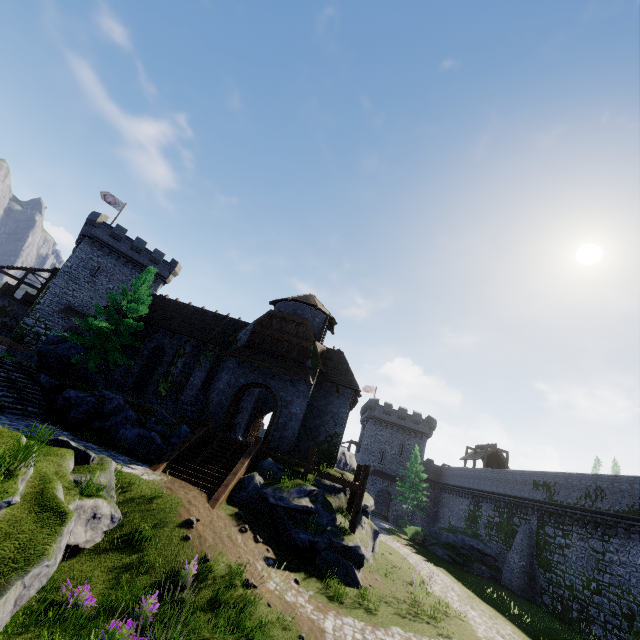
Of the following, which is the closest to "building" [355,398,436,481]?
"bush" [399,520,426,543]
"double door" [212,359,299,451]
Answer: "bush" [399,520,426,543]

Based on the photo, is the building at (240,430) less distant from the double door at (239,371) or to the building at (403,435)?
the double door at (239,371)

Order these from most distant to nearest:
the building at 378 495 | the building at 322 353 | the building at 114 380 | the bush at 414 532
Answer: the building at 378 495
the bush at 414 532
the building at 114 380
the building at 322 353

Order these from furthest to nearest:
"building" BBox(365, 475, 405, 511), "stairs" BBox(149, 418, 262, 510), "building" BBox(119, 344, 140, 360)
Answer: "building" BBox(365, 475, 405, 511) → "building" BBox(119, 344, 140, 360) → "stairs" BBox(149, 418, 262, 510)

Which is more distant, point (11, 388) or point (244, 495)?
point (11, 388)

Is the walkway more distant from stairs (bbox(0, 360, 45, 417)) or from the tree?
the tree

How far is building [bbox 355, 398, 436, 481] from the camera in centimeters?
5184cm

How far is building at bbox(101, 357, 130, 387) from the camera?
24.08m
